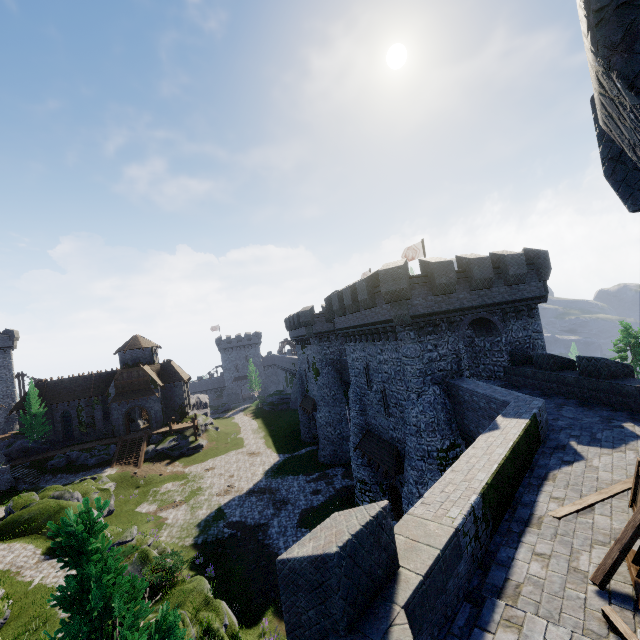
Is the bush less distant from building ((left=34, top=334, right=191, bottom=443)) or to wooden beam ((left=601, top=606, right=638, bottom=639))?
wooden beam ((left=601, top=606, right=638, bottom=639))

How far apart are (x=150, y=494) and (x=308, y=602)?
36.77m

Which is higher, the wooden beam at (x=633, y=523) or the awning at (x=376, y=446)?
the wooden beam at (x=633, y=523)

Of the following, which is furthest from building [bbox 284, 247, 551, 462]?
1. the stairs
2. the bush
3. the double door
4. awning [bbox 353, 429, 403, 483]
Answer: the stairs

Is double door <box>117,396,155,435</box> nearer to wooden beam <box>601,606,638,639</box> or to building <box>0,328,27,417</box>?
building <box>0,328,27,417</box>

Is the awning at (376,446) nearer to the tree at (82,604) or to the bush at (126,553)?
the tree at (82,604)

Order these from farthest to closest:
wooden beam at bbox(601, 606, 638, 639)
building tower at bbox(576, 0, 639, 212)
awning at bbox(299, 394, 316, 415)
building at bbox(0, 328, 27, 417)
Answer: building at bbox(0, 328, 27, 417)
awning at bbox(299, 394, 316, 415)
wooden beam at bbox(601, 606, 638, 639)
building tower at bbox(576, 0, 639, 212)

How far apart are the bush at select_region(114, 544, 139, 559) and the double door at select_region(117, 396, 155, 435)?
26.3 meters
